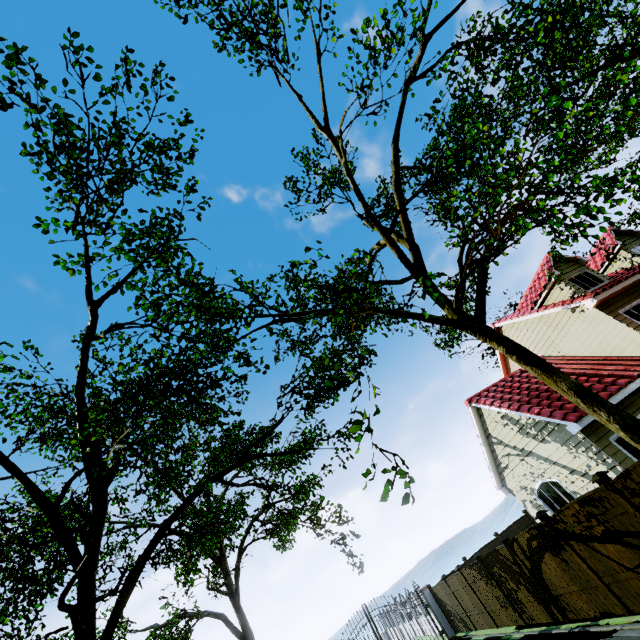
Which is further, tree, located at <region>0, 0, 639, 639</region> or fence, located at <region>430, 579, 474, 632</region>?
fence, located at <region>430, 579, 474, 632</region>

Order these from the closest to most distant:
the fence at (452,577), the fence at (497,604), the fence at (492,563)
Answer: the fence at (492,563) < the fence at (497,604) < the fence at (452,577)

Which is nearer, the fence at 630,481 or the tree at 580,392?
the tree at 580,392

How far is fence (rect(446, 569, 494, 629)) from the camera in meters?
14.2 m

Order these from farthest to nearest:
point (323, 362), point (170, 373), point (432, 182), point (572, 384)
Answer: point (432, 182), point (170, 373), point (572, 384), point (323, 362)

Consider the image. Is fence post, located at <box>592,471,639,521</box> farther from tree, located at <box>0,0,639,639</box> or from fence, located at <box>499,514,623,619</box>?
tree, located at <box>0,0,639,639</box>
